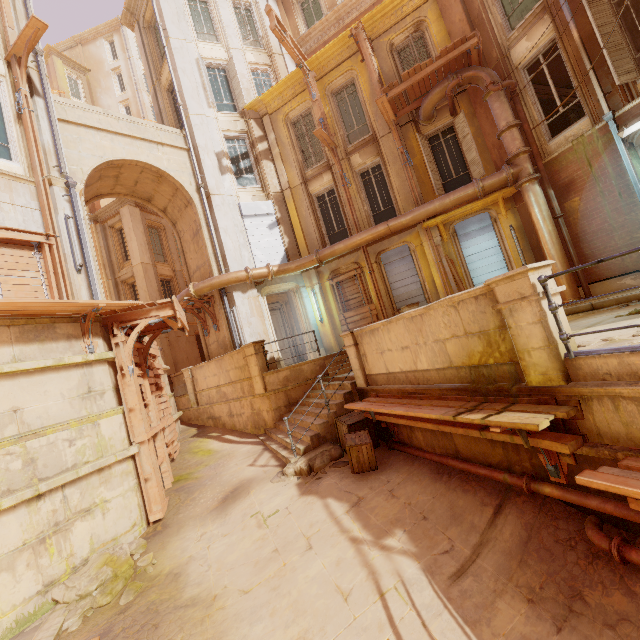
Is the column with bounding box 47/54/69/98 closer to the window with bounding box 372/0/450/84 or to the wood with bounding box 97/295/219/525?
the wood with bounding box 97/295/219/525

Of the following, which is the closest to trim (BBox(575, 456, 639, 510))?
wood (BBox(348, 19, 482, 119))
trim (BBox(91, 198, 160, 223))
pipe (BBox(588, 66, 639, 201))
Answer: pipe (BBox(588, 66, 639, 201))

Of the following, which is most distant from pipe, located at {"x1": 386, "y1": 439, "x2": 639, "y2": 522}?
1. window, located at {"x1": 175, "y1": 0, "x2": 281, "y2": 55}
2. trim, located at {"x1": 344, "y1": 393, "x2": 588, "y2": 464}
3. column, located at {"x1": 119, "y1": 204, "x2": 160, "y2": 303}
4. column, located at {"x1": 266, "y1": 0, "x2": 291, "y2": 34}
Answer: window, located at {"x1": 175, "y1": 0, "x2": 281, "y2": 55}

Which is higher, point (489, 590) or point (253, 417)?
point (253, 417)

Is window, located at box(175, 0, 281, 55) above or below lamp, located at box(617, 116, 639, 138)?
above

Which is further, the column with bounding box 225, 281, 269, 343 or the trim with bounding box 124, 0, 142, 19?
the trim with bounding box 124, 0, 142, 19

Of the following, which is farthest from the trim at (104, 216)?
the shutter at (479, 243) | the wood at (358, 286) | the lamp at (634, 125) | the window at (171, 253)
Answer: the lamp at (634, 125)

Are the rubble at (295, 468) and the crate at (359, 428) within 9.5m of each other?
yes
